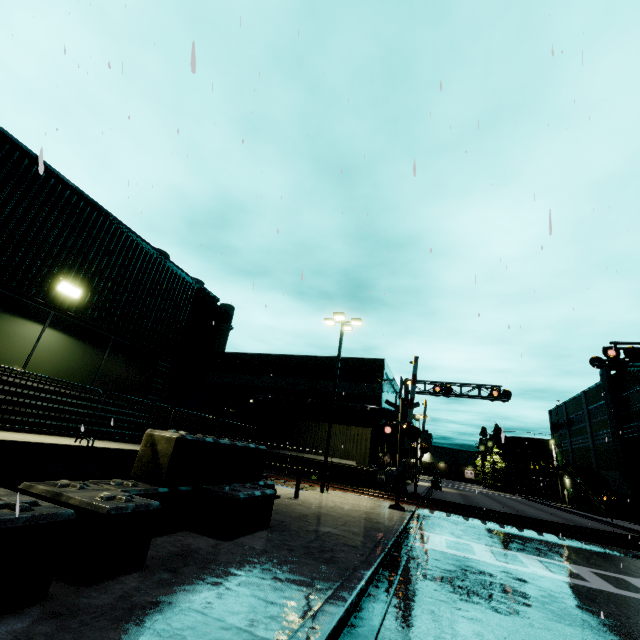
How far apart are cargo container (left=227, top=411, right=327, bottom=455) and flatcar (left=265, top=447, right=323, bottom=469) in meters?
0.0 m

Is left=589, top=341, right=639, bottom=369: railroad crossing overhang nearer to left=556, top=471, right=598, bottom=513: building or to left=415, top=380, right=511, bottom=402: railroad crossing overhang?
left=556, top=471, right=598, bottom=513: building

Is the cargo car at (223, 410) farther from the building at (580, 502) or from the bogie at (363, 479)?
the bogie at (363, 479)

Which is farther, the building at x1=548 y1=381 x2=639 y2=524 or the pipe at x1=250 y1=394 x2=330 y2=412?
the building at x1=548 y1=381 x2=639 y2=524

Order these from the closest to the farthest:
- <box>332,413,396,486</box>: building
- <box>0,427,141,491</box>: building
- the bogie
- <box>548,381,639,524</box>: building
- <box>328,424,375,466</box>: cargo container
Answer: <box>0,427,141,491</box>: building, the bogie, <box>328,424,375,466</box>: cargo container, <box>332,413,396,486</box>: building, <box>548,381,639,524</box>: building

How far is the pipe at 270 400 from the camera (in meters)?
29.00

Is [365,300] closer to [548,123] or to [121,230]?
[121,230]

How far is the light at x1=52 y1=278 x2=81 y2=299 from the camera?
6.8m
